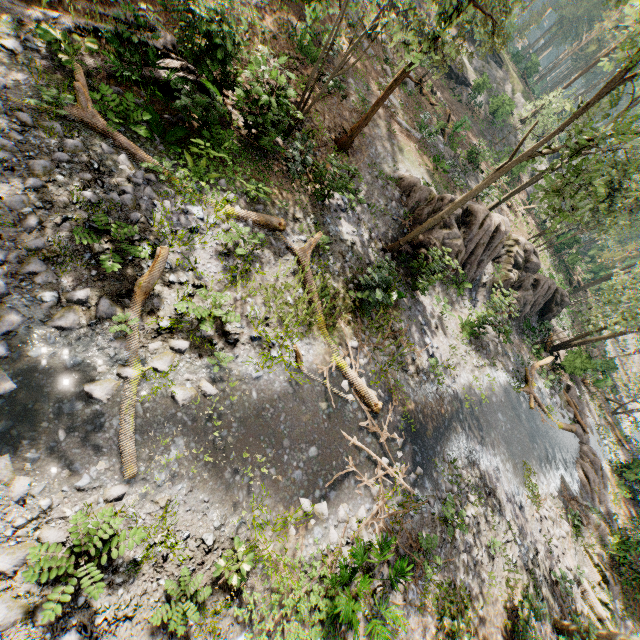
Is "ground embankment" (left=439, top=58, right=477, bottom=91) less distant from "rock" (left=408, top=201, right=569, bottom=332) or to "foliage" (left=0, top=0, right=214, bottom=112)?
"foliage" (left=0, top=0, right=214, bottom=112)

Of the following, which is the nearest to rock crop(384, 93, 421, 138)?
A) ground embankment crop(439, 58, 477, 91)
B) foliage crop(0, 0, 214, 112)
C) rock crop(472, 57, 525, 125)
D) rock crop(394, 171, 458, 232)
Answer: rock crop(394, 171, 458, 232)

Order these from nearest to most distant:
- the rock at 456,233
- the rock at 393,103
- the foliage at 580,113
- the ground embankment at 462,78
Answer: the foliage at 580,113 → the rock at 456,233 → the rock at 393,103 → the ground embankment at 462,78

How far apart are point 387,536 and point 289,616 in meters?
2.9

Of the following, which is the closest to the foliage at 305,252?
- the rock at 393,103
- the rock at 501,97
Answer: the rock at 501,97

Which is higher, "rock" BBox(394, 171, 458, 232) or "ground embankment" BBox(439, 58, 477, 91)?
"ground embankment" BBox(439, 58, 477, 91)

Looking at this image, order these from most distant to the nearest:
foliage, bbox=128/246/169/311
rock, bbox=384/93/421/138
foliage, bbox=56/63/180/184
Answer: rock, bbox=384/93/421/138
foliage, bbox=56/63/180/184
foliage, bbox=128/246/169/311

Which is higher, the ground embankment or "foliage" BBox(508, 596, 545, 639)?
the ground embankment
